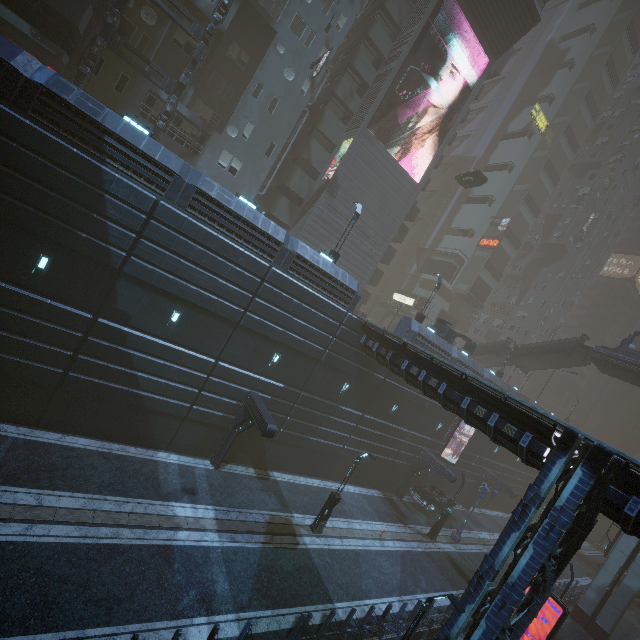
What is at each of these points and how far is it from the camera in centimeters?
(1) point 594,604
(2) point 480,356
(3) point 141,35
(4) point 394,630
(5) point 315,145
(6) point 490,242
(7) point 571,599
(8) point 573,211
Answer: (1) sm, 2433cm
(2) stairs, 4122cm
(3) building, 2158cm
(4) building, 1395cm
(5) building, 3039cm
(6) sign, 5059cm
(7) building, 2653cm
(8) building, 5744cm

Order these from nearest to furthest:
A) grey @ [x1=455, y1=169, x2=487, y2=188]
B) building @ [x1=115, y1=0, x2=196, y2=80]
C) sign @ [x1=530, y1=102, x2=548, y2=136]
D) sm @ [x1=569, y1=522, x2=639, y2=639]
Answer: building @ [x1=115, y1=0, x2=196, y2=80], sm @ [x1=569, y1=522, x2=639, y2=639], grey @ [x1=455, y1=169, x2=487, y2=188], sign @ [x1=530, y1=102, x2=548, y2=136]

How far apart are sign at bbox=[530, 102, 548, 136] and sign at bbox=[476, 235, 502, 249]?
17.8m

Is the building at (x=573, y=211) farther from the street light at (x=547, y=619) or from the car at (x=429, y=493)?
the street light at (x=547, y=619)

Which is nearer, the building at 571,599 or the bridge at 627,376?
the building at 571,599

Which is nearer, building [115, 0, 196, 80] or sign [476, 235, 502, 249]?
building [115, 0, 196, 80]

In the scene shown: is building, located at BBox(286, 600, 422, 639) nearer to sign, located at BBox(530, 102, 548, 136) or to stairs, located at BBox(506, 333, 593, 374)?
sign, located at BBox(530, 102, 548, 136)

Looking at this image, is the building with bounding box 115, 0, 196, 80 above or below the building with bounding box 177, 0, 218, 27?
below
